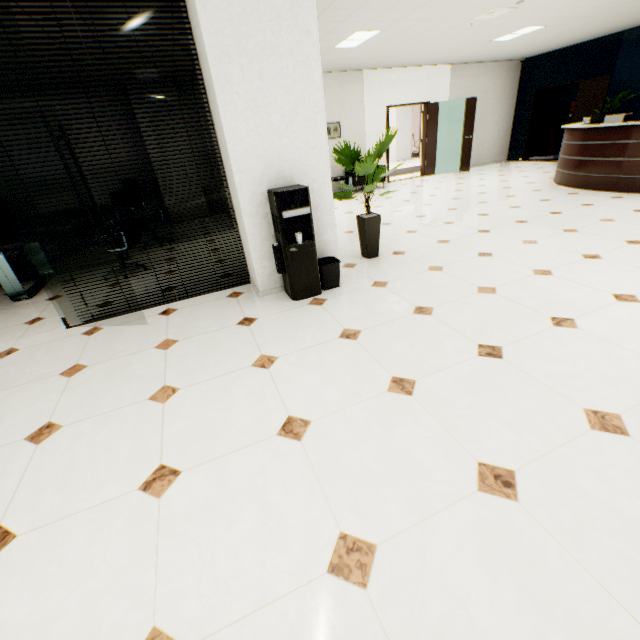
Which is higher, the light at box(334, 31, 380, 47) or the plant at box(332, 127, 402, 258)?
the light at box(334, 31, 380, 47)

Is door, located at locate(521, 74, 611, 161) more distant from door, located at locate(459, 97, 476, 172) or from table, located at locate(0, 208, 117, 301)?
table, located at locate(0, 208, 117, 301)

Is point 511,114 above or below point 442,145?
above

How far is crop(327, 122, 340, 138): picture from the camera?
9.13m

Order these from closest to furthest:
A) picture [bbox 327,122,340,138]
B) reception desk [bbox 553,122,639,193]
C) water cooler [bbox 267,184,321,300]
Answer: water cooler [bbox 267,184,321,300], reception desk [bbox 553,122,639,193], picture [bbox 327,122,340,138]

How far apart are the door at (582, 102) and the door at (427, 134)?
3.4m

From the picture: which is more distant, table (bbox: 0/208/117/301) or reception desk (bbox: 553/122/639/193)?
reception desk (bbox: 553/122/639/193)

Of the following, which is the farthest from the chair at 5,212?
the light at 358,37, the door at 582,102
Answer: the door at 582,102
